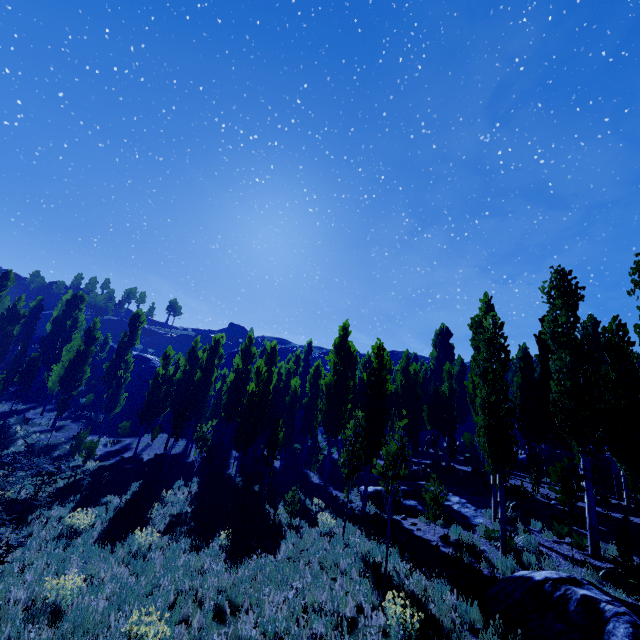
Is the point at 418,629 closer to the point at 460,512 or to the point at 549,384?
the point at 460,512

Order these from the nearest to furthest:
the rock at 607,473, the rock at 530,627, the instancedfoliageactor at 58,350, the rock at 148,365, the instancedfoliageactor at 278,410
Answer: the rock at 530,627, the instancedfoliageactor at 278,410, the instancedfoliageactor at 58,350, the rock at 607,473, the rock at 148,365

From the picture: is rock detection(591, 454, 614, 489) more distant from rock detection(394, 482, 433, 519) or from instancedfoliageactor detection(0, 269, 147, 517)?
rock detection(394, 482, 433, 519)

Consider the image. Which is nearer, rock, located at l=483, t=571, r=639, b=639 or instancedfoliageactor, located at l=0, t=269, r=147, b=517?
rock, located at l=483, t=571, r=639, b=639

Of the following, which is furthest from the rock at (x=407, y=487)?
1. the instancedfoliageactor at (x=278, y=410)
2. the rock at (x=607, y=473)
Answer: the rock at (x=607, y=473)

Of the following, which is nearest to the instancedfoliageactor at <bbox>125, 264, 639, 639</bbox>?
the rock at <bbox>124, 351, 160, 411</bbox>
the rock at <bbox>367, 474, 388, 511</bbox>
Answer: the rock at <bbox>367, 474, 388, 511</bbox>

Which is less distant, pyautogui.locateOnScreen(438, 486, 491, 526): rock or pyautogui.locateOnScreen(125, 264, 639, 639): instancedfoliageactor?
pyautogui.locateOnScreen(125, 264, 639, 639): instancedfoliageactor

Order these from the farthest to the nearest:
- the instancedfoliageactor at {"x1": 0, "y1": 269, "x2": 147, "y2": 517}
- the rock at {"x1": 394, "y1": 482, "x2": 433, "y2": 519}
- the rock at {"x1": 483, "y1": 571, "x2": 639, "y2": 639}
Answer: Result: the instancedfoliageactor at {"x1": 0, "y1": 269, "x2": 147, "y2": 517}, the rock at {"x1": 394, "y1": 482, "x2": 433, "y2": 519}, the rock at {"x1": 483, "y1": 571, "x2": 639, "y2": 639}
